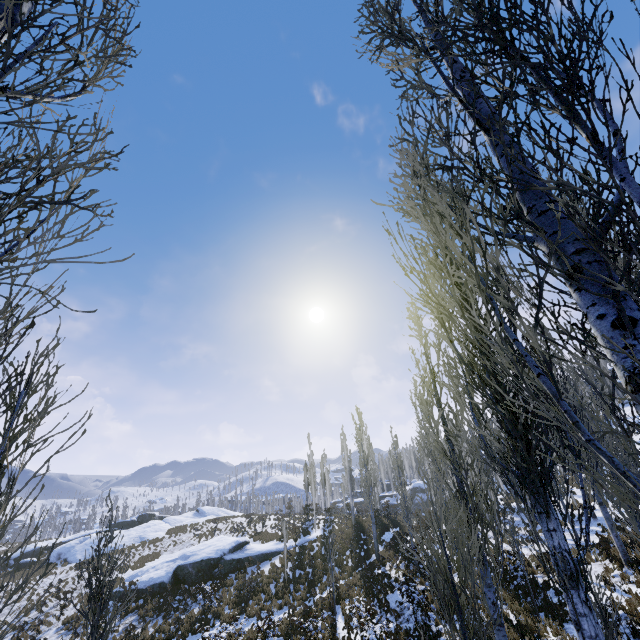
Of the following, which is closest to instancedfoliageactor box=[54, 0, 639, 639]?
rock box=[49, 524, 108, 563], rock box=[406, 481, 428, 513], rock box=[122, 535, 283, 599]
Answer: rock box=[406, 481, 428, 513]

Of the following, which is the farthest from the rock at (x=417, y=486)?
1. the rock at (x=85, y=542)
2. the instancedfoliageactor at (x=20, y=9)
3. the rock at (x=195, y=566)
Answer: the rock at (x=85, y=542)

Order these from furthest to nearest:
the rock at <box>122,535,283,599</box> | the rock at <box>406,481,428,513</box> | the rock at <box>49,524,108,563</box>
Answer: the rock at <box>406,481,428,513</box> → the rock at <box>49,524,108,563</box> → the rock at <box>122,535,283,599</box>

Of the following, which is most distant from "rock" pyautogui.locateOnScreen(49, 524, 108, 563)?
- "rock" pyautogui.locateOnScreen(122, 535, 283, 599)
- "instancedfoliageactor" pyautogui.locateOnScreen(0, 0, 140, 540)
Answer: "instancedfoliageactor" pyautogui.locateOnScreen(0, 0, 140, 540)

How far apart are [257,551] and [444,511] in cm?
2409

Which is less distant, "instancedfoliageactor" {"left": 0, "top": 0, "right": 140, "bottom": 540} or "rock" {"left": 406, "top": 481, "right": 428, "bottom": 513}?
"instancedfoliageactor" {"left": 0, "top": 0, "right": 140, "bottom": 540}

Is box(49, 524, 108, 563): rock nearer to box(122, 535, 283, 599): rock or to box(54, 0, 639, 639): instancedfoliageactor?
box(122, 535, 283, 599): rock

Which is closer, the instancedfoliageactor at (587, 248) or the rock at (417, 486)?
the instancedfoliageactor at (587, 248)
